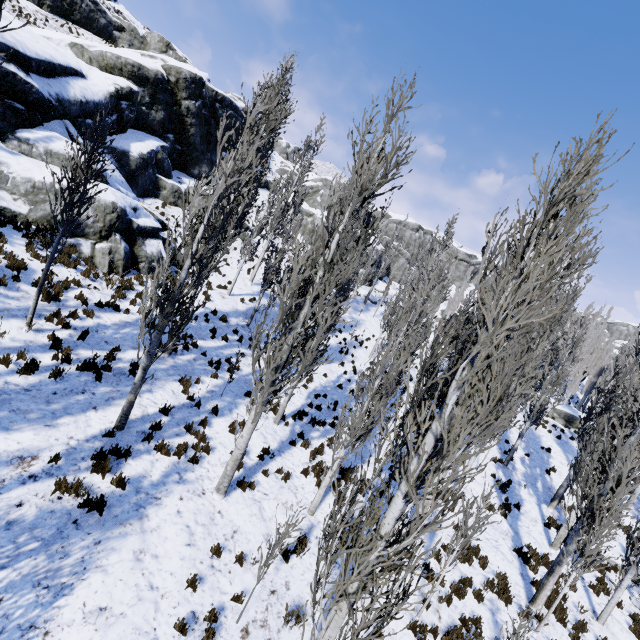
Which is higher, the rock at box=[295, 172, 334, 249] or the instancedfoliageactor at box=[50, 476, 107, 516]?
the rock at box=[295, 172, 334, 249]

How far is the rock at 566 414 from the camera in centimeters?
2766cm

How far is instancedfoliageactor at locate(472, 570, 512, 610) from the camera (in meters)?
9.28

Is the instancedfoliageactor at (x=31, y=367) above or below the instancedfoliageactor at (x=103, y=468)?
above

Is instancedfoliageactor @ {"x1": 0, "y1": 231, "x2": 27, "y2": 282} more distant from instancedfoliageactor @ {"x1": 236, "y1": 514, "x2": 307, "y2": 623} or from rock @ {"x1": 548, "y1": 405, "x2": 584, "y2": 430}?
rock @ {"x1": 548, "y1": 405, "x2": 584, "y2": 430}

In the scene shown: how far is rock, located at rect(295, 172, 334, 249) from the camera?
37.72m

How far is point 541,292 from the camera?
9.19m
